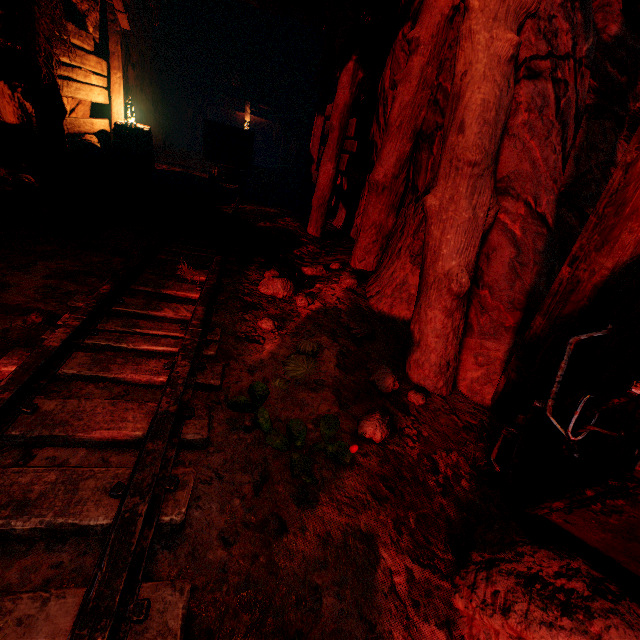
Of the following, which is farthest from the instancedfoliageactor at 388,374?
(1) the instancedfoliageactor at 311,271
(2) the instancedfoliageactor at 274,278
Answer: (1) the instancedfoliageactor at 311,271

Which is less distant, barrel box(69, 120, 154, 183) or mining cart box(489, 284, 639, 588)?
mining cart box(489, 284, 639, 588)

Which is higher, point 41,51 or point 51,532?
point 41,51

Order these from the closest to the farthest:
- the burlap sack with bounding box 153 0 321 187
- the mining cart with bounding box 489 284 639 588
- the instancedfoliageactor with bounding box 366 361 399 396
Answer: the mining cart with bounding box 489 284 639 588 < the instancedfoliageactor with bounding box 366 361 399 396 < the burlap sack with bounding box 153 0 321 187

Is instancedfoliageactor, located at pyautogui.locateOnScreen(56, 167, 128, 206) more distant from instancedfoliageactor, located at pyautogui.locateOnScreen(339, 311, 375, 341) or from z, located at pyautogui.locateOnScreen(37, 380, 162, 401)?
instancedfoliageactor, located at pyautogui.locateOnScreen(339, 311, 375, 341)

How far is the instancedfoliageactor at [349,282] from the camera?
3.5 meters

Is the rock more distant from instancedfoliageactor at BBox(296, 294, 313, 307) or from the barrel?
the barrel

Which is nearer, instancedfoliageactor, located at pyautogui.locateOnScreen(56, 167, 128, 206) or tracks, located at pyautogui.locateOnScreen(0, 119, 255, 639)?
tracks, located at pyautogui.locateOnScreen(0, 119, 255, 639)
